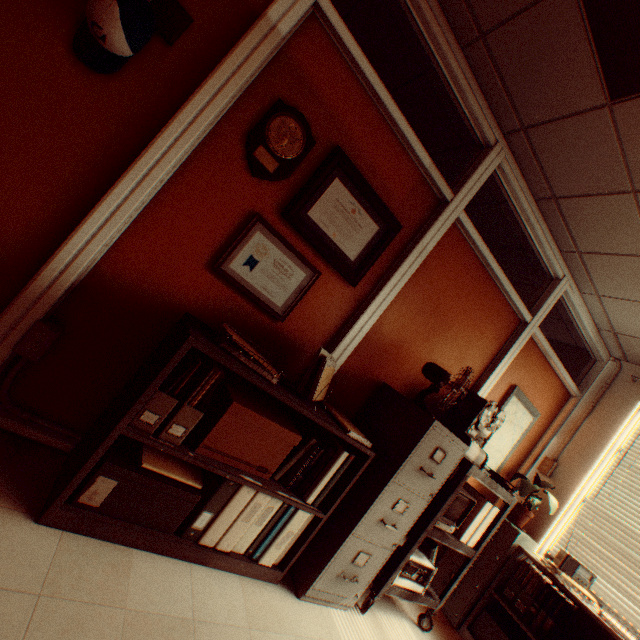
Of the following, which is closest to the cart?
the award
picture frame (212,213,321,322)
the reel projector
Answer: the reel projector

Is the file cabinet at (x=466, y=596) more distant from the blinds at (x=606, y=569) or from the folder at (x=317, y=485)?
the folder at (x=317, y=485)

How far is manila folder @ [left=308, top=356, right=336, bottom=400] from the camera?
1.9m

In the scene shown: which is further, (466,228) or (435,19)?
(466,228)

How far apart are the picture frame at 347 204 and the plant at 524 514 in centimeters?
307cm

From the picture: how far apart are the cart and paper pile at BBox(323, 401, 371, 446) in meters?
0.8

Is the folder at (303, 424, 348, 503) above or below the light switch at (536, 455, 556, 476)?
below

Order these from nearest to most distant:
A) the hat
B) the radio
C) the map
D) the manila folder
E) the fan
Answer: the hat → the manila folder → the fan → the radio → the map
